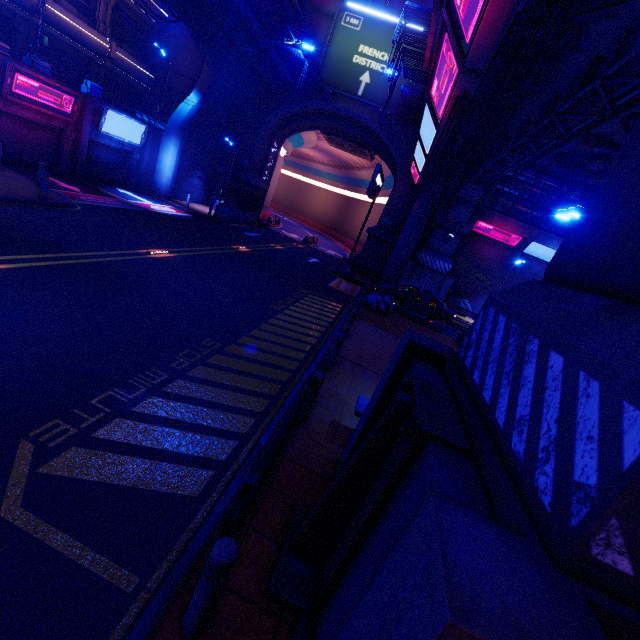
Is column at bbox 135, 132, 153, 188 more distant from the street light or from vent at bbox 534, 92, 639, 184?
the street light

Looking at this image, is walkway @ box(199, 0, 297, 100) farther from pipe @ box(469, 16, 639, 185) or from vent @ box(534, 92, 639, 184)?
vent @ box(534, 92, 639, 184)

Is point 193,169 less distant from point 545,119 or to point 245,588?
point 545,119

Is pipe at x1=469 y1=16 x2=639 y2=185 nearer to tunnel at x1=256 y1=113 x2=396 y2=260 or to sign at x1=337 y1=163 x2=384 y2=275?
sign at x1=337 y1=163 x2=384 y2=275

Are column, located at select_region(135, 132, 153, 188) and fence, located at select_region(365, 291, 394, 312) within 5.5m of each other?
no

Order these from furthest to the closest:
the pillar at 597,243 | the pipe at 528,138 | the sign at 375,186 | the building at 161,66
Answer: the building at 161,66 → the sign at 375,186 → the pipe at 528,138 → the pillar at 597,243

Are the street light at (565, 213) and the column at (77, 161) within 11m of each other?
no

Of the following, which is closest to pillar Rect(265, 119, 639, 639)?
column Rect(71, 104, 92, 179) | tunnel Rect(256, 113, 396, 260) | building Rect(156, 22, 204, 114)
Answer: column Rect(71, 104, 92, 179)
